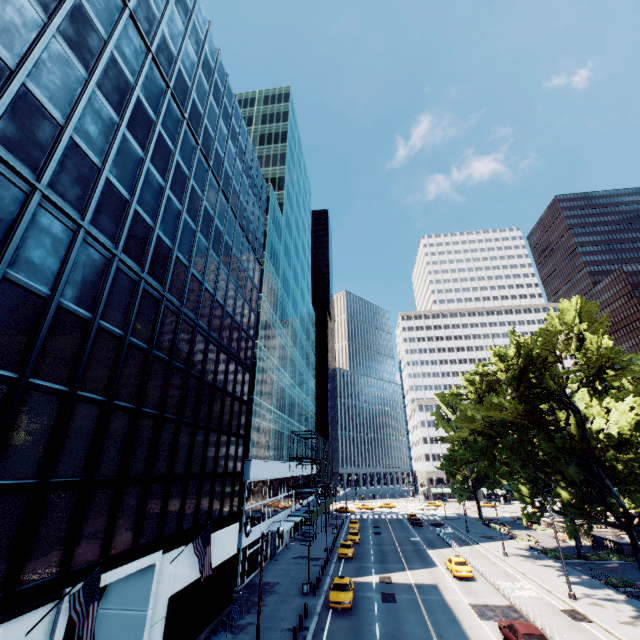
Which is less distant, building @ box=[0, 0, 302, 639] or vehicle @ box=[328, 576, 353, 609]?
building @ box=[0, 0, 302, 639]

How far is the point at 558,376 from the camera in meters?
33.7

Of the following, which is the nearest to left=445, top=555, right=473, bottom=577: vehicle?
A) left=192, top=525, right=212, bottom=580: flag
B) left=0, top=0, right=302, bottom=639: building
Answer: left=0, top=0, right=302, bottom=639: building

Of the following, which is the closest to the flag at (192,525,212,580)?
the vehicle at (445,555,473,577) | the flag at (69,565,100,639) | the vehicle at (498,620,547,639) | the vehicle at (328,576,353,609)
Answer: the flag at (69,565,100,639)

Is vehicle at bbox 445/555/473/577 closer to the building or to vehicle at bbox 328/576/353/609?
vehicle at bbox 328/576/353/609

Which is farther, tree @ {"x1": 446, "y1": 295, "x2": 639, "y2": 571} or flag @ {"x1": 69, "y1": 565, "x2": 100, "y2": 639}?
tree @ {"x1": 446, "y1": 295, "x2": 639, "y2": 571}

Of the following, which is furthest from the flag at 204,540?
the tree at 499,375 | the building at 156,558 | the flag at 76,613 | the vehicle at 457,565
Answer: the vehicle at 457,565

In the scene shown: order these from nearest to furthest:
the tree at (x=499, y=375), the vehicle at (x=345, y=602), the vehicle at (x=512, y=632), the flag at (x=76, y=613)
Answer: the flag at (x=76, y=613) → the vehicle at (x=512, y=632) → the vehicle at (x=345, y=602) → the tree at (x=499, y=375)
